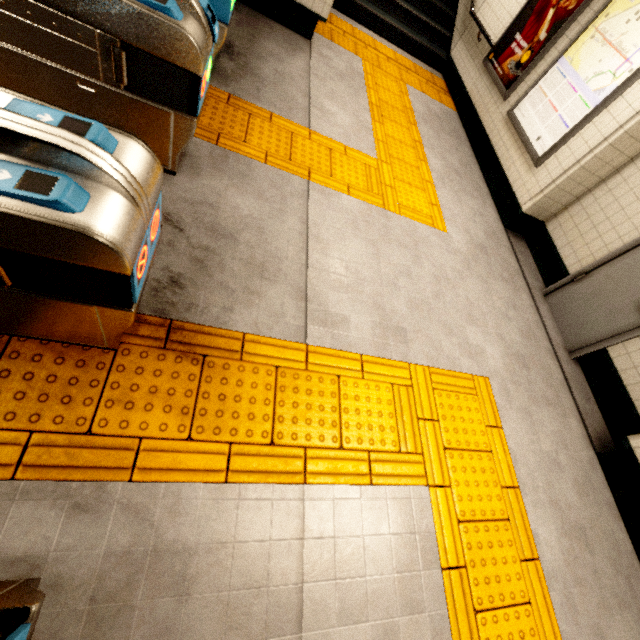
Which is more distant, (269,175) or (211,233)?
(269,175)

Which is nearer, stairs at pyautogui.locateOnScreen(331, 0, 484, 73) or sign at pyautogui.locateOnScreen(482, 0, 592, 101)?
sign at pyautogui.locateOnScreen(482, 0, 592, 101)

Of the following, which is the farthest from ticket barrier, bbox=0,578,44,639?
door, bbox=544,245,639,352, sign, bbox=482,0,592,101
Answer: sign, bbox=482,0,592,101

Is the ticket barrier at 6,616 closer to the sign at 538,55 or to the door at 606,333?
the door at 606,333

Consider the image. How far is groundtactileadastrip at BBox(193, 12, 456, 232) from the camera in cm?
312

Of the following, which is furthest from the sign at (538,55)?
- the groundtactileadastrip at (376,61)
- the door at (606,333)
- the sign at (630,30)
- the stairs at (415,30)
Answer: the door at (606,333)

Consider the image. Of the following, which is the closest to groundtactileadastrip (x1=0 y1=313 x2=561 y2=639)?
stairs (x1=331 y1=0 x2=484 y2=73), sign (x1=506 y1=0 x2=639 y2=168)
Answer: stairs (x1=331 y1=0 x2=484 y2=73)

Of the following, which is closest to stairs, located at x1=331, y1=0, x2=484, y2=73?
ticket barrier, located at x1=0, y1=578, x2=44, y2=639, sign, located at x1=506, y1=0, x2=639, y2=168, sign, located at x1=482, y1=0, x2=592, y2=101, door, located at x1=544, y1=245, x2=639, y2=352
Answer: sign, located at x1=482, y1=0, x2=592, y2=101
